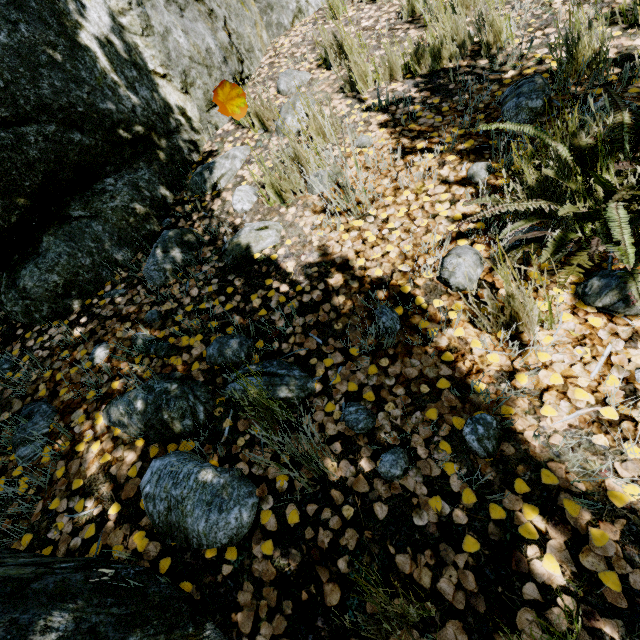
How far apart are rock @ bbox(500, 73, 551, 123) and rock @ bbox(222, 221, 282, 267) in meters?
1.7 m

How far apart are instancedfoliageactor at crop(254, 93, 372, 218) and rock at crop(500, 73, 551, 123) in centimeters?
135cm

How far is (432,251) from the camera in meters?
1.9 m

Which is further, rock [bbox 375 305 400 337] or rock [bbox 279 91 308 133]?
rock [bbox 279 91 308 133]

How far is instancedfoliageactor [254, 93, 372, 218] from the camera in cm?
198

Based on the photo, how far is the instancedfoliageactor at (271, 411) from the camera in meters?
1.2 m

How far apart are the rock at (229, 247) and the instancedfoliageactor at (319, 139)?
0.2 meters
